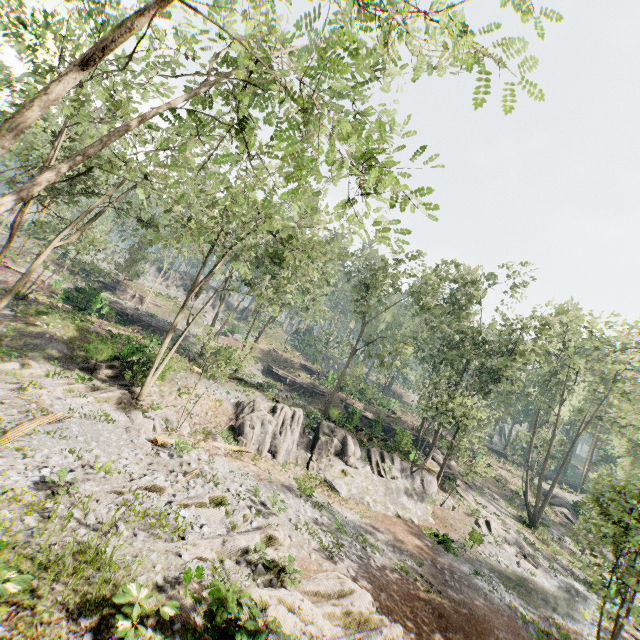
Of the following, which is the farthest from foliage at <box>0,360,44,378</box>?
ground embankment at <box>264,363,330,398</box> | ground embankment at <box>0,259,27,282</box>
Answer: ground embankment at <box>264,363,330,398</box>

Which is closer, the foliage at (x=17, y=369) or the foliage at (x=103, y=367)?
the foliage at (x=17, y=369)

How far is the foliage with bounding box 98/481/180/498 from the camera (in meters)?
10.92

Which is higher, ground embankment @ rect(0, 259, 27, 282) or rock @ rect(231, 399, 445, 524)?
ground embankment @ rect(0, 259, 27, 282)

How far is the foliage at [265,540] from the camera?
9.74m

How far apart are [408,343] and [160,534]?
26.1m

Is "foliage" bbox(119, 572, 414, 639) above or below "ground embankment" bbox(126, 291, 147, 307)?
below

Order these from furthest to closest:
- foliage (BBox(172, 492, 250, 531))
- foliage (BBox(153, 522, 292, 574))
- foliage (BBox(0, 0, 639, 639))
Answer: foliage (BBox(172, 492, 250, 531)), foliage (BBox(153, 522, 292, 574)), foliage (BBox(0, 0, 639, 639))
